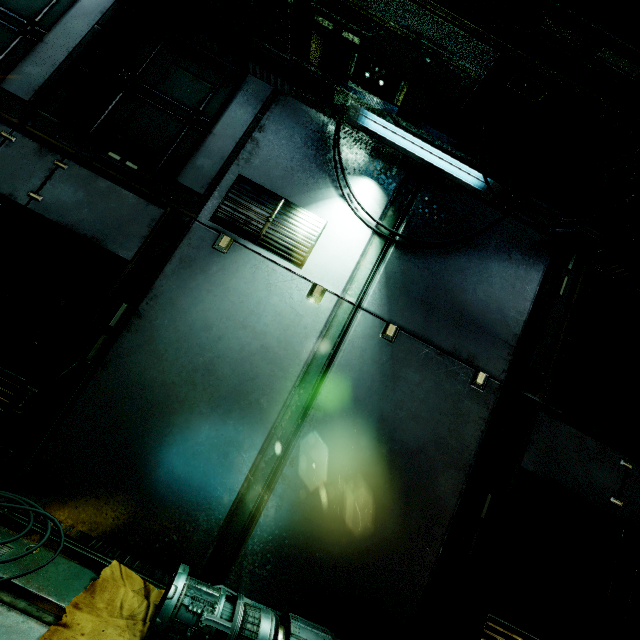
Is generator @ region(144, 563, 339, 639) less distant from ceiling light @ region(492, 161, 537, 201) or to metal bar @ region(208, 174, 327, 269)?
metal bar @ region(208, 174, 327, 269)

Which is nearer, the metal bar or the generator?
the generator

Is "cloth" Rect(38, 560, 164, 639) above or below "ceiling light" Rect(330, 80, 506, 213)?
below

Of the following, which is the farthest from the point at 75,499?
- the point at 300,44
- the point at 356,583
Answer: the point at 300,44

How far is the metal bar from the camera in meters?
3.1 m

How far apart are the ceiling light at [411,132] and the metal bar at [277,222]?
1.0m

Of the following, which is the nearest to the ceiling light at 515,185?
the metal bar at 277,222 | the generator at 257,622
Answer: the metal bar at 277,222

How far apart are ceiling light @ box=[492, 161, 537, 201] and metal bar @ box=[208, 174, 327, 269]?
1.0 meters
